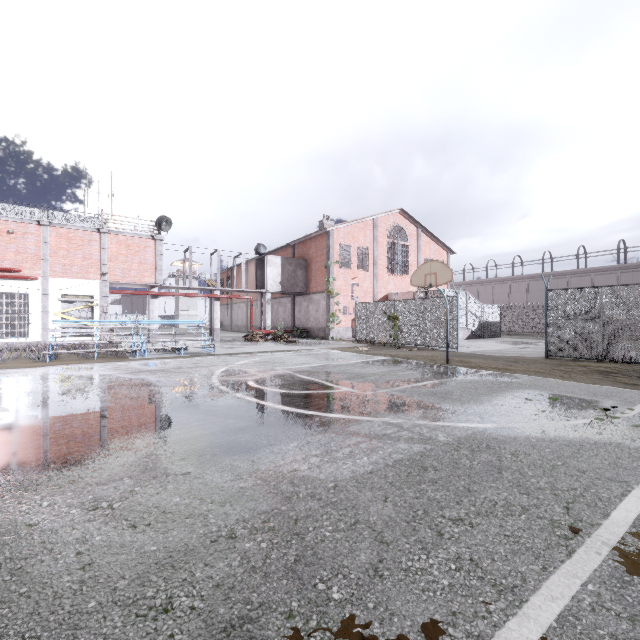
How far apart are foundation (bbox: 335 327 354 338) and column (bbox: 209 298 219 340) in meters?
9.0 m

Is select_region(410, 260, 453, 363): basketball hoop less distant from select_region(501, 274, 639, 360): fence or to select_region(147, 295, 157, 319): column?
select_region(501, 274, 639, 360): fence

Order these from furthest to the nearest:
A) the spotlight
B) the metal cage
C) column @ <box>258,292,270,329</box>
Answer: column @ <box>258,292,270,329</box>, the metal cage, the spotlight

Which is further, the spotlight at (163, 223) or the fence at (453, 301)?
the spotlight at (163, 223)

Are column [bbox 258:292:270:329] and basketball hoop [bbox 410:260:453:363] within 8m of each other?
no

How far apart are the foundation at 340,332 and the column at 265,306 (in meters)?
5.44

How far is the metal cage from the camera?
26.2 meters

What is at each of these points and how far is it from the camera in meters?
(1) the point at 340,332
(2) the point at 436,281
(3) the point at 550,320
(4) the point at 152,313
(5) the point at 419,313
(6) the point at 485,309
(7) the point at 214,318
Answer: (1) foundation, 26.7
(2) basketball hoop, 11.3
(3) fence, 13.1
(4) column, 22.3
(5) fence, 18.5
(6) metal cage, 28.2
(7) column, 24.7
